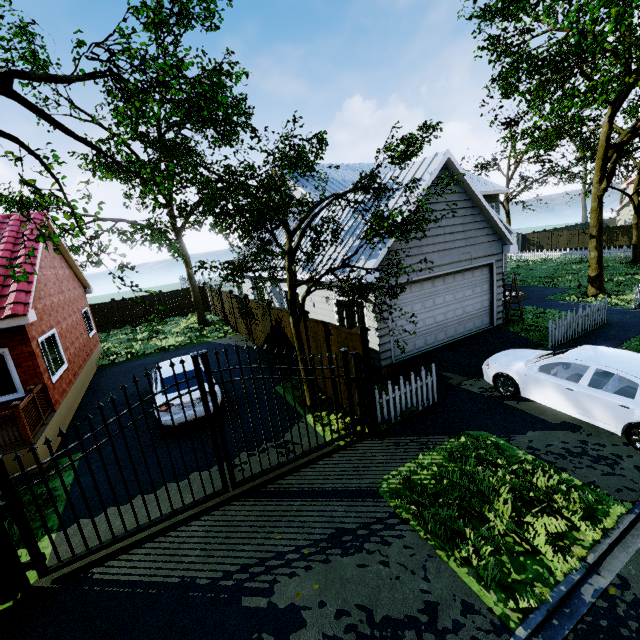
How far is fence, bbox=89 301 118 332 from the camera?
23.88m

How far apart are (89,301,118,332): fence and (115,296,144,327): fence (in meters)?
0.12

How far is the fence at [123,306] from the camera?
24.6 meters

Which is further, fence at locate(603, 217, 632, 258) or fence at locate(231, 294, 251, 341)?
fence at locate(603, 217, 632, 258)

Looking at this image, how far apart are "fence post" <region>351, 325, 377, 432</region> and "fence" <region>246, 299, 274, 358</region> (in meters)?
6.27

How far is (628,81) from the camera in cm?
971

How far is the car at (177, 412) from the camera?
8.4m

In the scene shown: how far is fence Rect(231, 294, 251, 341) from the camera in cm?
1644
